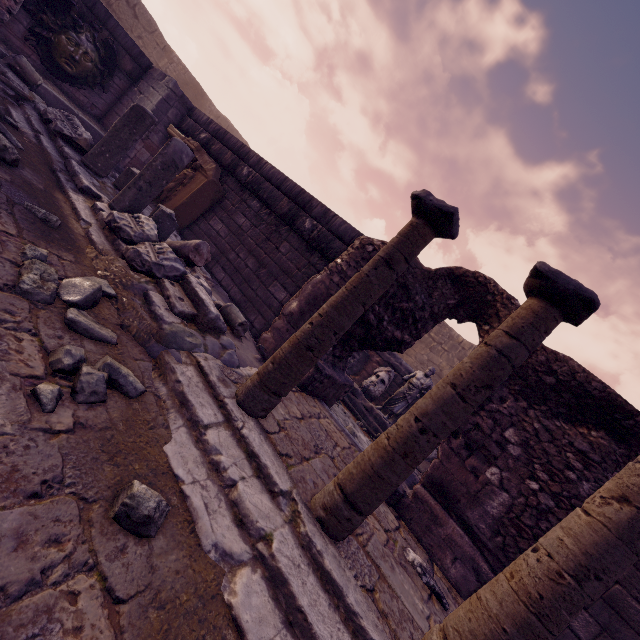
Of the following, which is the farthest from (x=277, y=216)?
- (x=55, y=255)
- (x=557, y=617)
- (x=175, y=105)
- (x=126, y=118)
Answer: (x=557, y=617)

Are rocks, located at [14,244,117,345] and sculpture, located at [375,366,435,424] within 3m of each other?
no

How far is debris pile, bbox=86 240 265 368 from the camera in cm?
309

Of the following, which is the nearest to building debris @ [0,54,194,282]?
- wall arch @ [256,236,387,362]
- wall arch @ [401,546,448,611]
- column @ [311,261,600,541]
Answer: wall arch @ [256,236,387,362]

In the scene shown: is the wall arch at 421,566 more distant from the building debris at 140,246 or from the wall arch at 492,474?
the building debris at 140,246

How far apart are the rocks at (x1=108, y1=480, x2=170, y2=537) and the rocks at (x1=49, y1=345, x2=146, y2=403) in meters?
0.6

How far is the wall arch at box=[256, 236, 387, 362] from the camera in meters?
5.3 m
